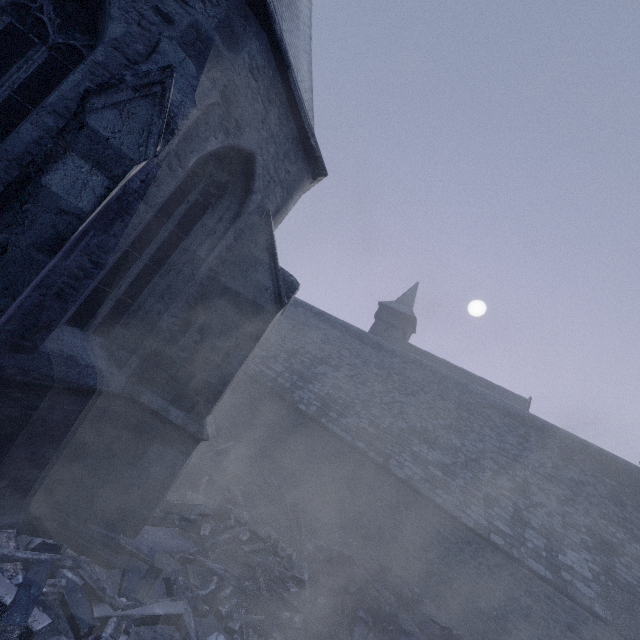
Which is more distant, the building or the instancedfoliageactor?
the instancedfoliageactor

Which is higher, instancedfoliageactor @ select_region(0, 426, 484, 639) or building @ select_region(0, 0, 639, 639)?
building @ select_region(0, 0, 639, 639)

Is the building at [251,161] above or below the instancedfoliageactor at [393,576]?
above

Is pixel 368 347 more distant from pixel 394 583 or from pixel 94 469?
pixel 94 469

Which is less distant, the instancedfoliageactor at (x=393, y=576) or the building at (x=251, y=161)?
the building at (x=251, y=161)
